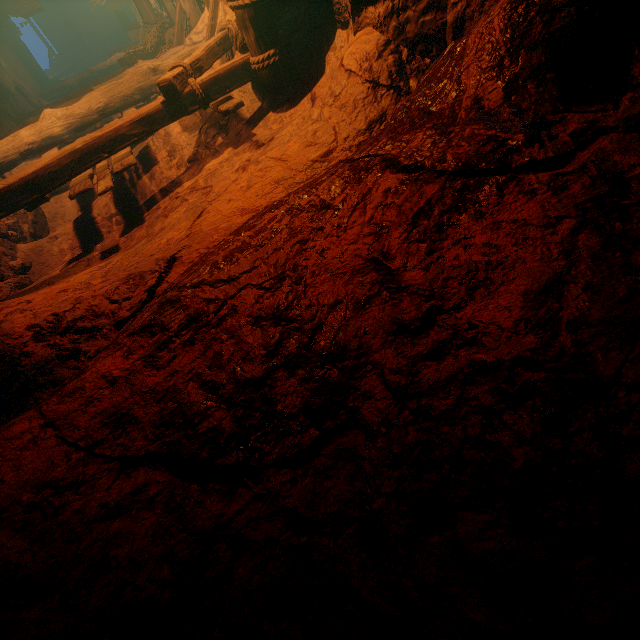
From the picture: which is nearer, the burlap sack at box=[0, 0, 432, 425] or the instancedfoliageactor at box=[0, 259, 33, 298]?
the burlap sack at box=[0, 0, 432, 425]

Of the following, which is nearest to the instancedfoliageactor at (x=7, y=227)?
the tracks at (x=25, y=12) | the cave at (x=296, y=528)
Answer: the tracks at (x=25, y=12)

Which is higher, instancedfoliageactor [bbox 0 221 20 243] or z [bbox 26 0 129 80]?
z [bbox 26 0 129 80]

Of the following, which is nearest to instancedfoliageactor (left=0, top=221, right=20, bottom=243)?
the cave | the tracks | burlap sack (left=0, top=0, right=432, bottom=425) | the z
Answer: burlap sack (left=0, top=0, right=432, bottom=425)

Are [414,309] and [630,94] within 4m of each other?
yes

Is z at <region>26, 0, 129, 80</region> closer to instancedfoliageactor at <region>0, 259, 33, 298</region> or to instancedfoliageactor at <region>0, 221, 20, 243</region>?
instancedfoliageactor at <region>0, 221, 20, 243</region>

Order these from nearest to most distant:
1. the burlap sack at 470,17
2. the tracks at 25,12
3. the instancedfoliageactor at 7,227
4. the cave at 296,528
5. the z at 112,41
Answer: the cave at 296,528, the burlap sack at 470,17, the instancedfoliageactor at 7,227, the tracks at 25,12, the z at 112,41

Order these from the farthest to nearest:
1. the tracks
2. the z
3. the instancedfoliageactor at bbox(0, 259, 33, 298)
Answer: the z
the tracks
the instancedfoliageactor at bbox(0, 259, 33, 298)
